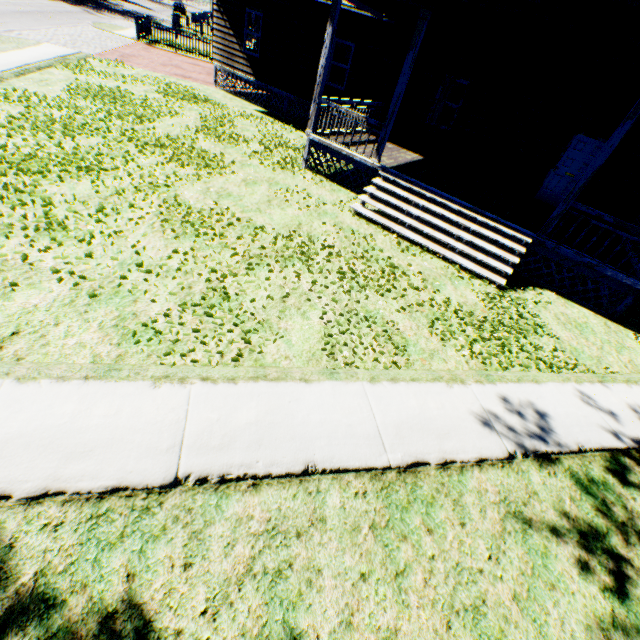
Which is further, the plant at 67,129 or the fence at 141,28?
the fence at 141,28

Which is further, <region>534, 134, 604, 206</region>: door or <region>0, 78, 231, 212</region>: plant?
<region>534, 134, 604, 206</region>: door

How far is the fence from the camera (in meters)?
22.38

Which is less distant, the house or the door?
the house

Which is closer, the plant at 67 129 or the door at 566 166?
the plant at 67 129

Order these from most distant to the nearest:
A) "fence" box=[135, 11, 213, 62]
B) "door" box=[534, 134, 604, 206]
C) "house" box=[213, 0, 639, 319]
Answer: "fence" box=[135, 11, 213, 62] < "door" box=[534, 134, 604, 206] < "house" box=[213, 0, 639, 319]

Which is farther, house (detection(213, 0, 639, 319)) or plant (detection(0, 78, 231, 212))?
house (detection(213, 0, 639, 319))

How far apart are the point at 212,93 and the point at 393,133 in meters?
9.7 m
